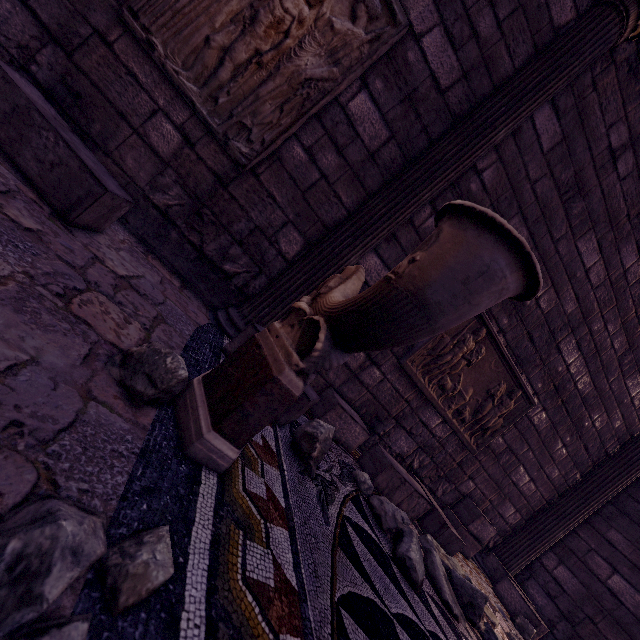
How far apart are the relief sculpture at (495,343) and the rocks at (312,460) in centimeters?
163cm

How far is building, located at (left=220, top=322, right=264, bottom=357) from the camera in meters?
2.2

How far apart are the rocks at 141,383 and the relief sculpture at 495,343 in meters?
2.6 m

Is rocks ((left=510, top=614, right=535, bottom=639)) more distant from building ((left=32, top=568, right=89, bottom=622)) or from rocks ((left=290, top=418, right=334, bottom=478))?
rocks ((left=290, top=418, right=334, bottom=478))

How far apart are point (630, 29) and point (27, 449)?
4.75m

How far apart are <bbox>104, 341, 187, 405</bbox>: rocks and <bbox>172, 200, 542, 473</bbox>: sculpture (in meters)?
0.06

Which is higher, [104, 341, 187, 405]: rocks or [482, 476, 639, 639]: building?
[482, 476, 639, 639]: building

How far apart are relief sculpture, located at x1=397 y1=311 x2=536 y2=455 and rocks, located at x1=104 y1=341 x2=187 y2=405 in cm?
263
